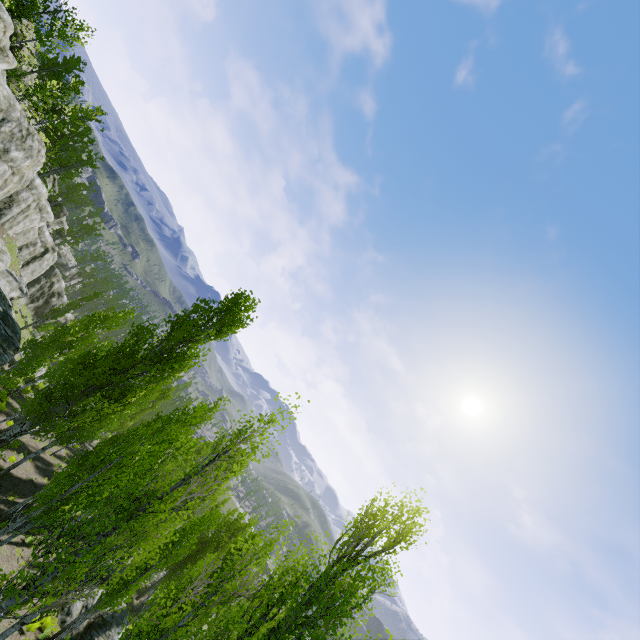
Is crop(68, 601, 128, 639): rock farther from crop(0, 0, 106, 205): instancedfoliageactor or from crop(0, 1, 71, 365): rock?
crop(0, 1, 71, 365): rock

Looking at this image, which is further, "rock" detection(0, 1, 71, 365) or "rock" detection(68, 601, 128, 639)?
"rock" detection(68, 601, 128, 639)

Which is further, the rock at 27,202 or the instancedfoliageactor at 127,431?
the rock at 27,202

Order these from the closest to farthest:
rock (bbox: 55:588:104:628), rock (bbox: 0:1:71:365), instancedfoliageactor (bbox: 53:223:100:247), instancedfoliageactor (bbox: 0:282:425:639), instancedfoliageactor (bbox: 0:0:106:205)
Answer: instancedfoliageactor (bbox: 0:282:425:639) < rock (bbox: 0:1:71:365) < rock (bbox: 55:588:104:628) < instancedfoliageactor (bbox: 0:0:106:205) < instancedfoliageactor (bbox: 53:223:100:247)

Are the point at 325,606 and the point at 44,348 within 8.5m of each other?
no

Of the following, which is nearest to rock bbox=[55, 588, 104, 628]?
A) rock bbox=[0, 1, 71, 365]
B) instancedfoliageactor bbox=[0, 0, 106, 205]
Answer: instancedfoliageactor bbox=[0, 0, 106, 205]

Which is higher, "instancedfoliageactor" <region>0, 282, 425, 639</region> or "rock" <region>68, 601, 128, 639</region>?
"instancedfoliageactor" <region>0, 282, 425, 639</region>

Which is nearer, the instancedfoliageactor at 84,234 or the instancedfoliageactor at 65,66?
the instancedfoliageactor at 65,66
